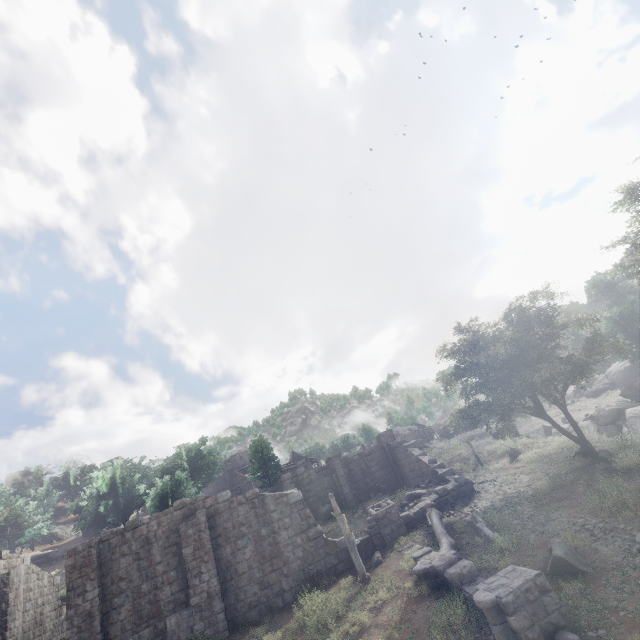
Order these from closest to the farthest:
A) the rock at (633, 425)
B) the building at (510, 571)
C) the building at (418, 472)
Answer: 1. the building at (510, 571)
2. the building at (418, 472)
3. the rock at (633, 425)

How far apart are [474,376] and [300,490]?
16.3 meters

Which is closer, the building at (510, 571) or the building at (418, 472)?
the building at (510, 571)

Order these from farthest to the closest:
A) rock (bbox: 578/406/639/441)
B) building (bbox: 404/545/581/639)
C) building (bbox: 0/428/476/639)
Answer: rock (bbox: 578/406/639/441) → building (bbox: 0/428/476/639) → building (bbox: 404/545/581/639)

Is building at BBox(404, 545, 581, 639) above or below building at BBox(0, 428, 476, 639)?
below

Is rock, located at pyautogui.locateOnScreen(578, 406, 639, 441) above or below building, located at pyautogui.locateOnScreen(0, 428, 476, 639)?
below

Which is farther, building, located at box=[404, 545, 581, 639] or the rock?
the rock
